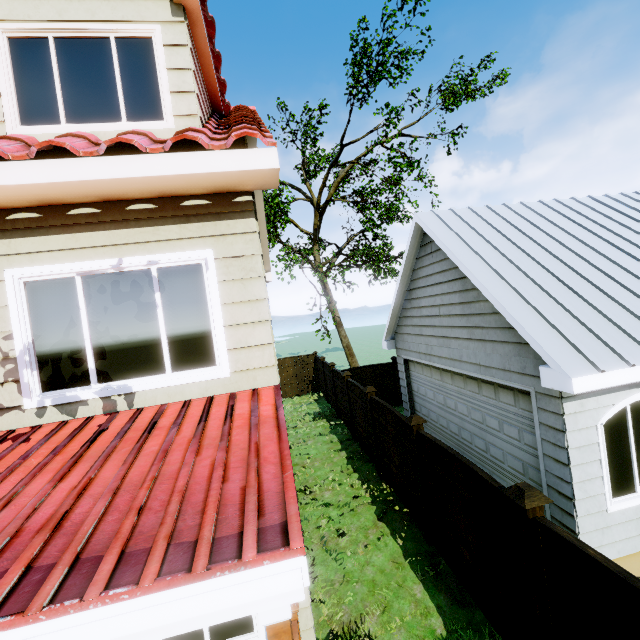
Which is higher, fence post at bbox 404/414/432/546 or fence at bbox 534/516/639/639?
fence post at bbox 404/414/432/546

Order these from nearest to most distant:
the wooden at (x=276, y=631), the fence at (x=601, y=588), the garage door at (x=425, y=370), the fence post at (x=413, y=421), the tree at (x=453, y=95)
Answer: the wooden at (x=276, y=631) < the fence at (x=601, y=588) < the garage door at (x=425, y=370) < the fence post at (x=413, y=421) < the tree at (x=453, y=95)

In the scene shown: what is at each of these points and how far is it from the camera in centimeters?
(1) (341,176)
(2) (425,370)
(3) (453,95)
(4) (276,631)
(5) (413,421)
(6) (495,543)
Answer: (1) tree, 1906cm
(2) garage door, 893cm
(3) tree, 1692cm
(4) wooden, 175cm
(5) fence post, 597cm
(6) fence, 410cm

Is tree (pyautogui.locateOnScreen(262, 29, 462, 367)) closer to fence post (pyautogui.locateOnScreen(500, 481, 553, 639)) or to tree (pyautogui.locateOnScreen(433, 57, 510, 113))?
fence post (pyautogui.locateOnScreen(500, 481, 553, 639))

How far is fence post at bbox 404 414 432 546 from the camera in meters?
6.0 m

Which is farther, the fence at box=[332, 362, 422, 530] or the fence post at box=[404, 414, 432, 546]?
the fence at box=[332, 362, 422, 530]

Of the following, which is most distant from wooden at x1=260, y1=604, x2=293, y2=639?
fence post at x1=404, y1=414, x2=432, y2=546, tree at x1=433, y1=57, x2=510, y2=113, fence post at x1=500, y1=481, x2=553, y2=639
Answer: tree at x1=433, y1=57, x2=510, y2=113

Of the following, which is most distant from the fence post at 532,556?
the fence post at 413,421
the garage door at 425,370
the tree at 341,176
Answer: the tree at 341,176
